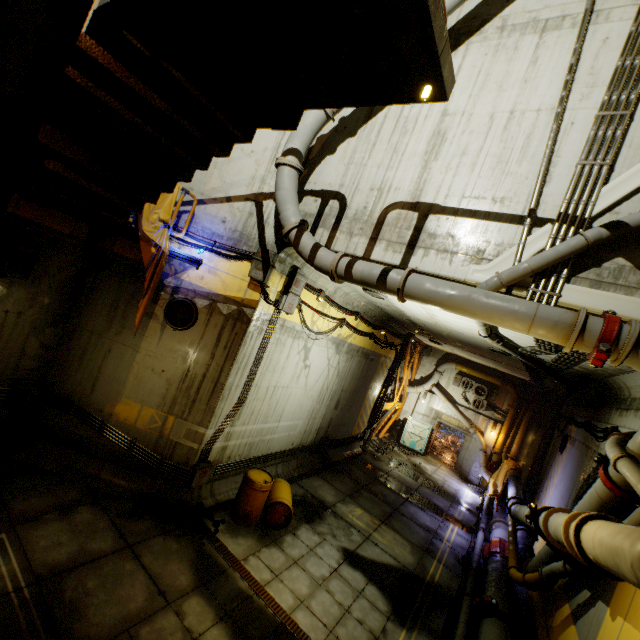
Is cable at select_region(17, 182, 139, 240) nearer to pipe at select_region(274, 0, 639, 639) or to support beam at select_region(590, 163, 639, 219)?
pipe at select_region(274, 0, 639, 639)

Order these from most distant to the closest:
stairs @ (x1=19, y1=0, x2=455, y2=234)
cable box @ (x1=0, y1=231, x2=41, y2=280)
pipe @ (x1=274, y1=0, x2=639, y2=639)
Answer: cable box @ (x1=0, y1=231, x2=41, y2=280)
pipe @ (x1=274, y1=0, x2=639, y2=639)
stairs @ (x1=19, y1=0, x2=455, y2=234)

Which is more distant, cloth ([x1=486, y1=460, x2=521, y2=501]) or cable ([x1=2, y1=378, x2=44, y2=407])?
cloth ([x1=486, y1=460, x2=521, y2=501])

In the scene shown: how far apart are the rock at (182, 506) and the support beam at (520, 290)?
8.26m

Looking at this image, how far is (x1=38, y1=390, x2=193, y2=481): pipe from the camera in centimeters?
788cm

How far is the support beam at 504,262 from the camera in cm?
532

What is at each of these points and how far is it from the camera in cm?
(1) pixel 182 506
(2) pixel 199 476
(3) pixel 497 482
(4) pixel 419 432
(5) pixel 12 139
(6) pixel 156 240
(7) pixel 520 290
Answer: (1) rock, 795
(2) cable, 814
(3) cloth, 1750
(4) door, 2164
(5) beam, 232
(6) cloth, 705
(7) support beam, 515

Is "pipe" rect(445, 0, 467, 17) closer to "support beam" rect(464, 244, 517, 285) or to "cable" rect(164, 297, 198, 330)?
"support beam" rect(464, 244, 517, 285)
